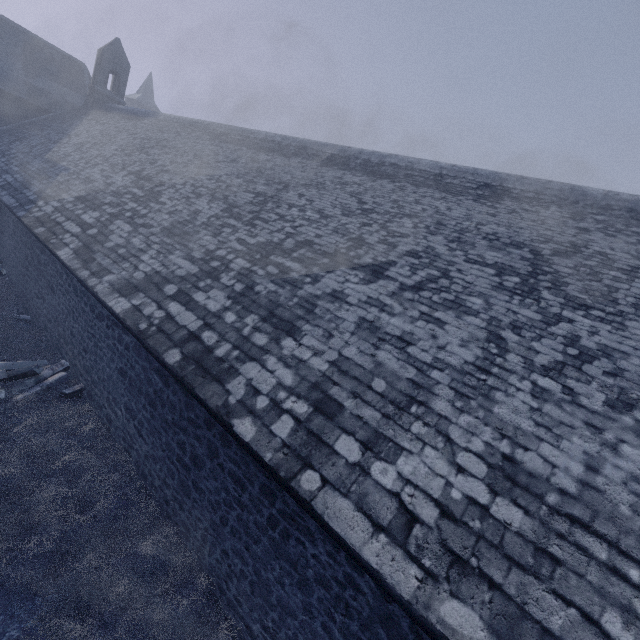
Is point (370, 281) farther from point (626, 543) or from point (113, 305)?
point (113, 305)

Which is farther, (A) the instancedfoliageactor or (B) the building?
(A) the instancedfoliageactor

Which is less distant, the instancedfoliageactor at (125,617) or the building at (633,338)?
the building at (633,338)

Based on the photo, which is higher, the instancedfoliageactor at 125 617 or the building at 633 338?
the building at 633 338

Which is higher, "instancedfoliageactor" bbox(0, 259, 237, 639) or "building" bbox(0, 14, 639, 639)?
"building" bbox(0, 14, 639, 639)
